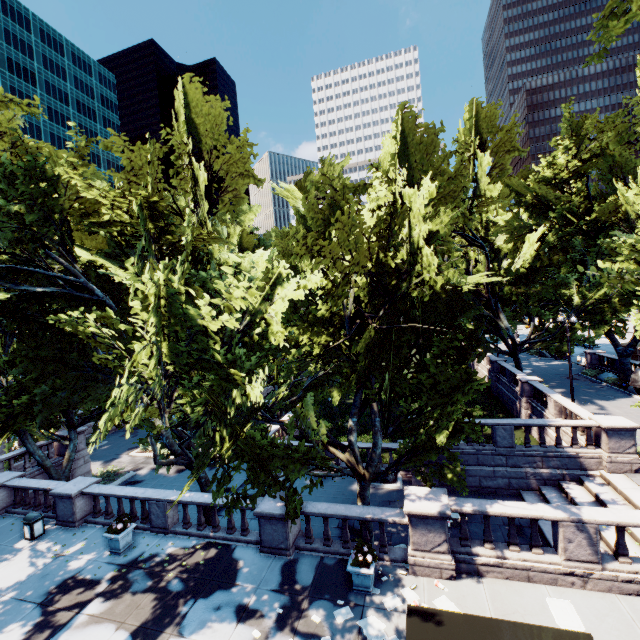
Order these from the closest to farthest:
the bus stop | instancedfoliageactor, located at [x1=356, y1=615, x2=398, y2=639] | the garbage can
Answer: the bus stop, instancedfoliageactor, located at [x1=356, y1=615, x2=398, y2=639], the garbage can

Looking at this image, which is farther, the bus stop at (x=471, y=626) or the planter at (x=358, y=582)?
the planter at (x=358, y=582)

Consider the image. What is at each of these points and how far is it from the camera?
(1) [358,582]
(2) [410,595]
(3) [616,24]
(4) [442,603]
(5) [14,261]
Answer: (1) planter, 9.9m
(2) instancedfoliageactor, 9.7m
(3) tree, 9.9m
(4) instancedfoliageactor, 9.3m
(5) tree, 12.8m

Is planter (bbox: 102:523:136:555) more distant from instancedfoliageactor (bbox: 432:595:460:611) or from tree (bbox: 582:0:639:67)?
instancedfoliageactor (bbox: 432:595:460:611)

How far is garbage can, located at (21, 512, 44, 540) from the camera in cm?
1395

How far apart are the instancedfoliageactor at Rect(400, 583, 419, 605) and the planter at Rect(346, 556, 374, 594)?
0.3 meters

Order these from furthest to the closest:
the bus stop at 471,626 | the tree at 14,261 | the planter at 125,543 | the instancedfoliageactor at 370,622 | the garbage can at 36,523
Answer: the garbage can at 36,523 → the planter at 125,543 → the tree at 14,261 → the instancedfoliageactor at 370,622 → the bus stop at 471,626

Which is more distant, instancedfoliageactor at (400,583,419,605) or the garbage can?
the garbage can
